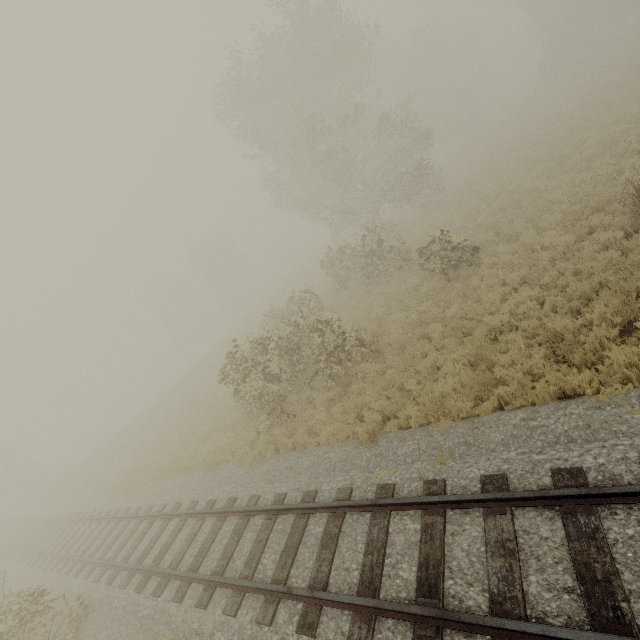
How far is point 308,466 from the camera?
8.72m

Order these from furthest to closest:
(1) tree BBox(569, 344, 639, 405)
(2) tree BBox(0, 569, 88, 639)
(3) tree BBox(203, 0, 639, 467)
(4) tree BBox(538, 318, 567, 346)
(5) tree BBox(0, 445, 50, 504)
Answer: (5) tree BBox(0, 445, 50, 504), (3) tree BBox(203, 0, 639, 467), (2) tree BBox(0, 569, 88, 639), (4) tree BBox(538, 318, 567, 346), (1) tree BBox(569, 344, 639, 405)

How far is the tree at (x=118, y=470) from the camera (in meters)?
15.70

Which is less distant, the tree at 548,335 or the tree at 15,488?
the tree at 548,335

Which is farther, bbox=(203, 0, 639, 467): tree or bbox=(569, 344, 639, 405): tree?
bbox=(203, 0, 639, 467): tree

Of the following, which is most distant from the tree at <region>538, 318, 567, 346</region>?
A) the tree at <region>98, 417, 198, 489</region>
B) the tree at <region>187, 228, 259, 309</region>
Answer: the tree at <region>187, 228, 259, 309</region>
